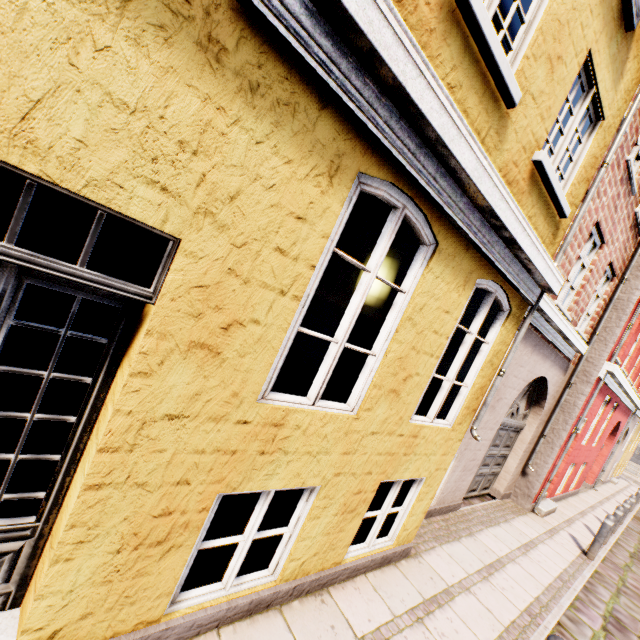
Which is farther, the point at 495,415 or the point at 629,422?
the point at 629,422
